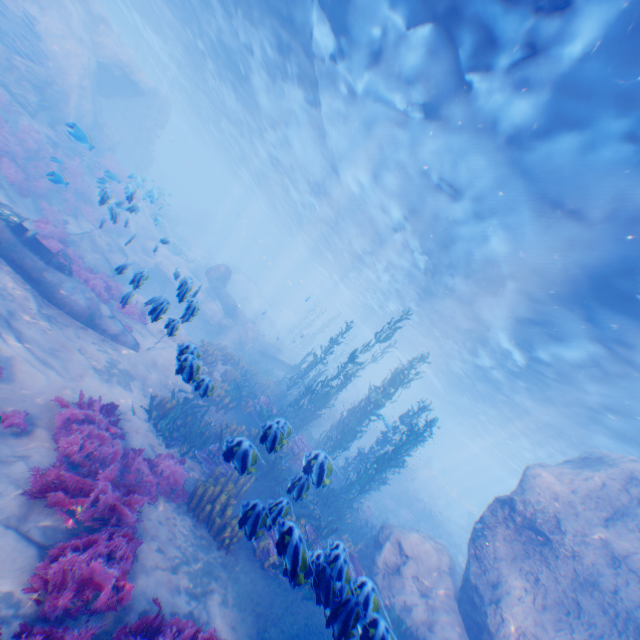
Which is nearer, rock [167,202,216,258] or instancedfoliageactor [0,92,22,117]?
instancedfoliageactor [0,92,22,117]

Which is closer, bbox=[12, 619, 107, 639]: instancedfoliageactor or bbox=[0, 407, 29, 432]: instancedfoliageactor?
bbox=[12, 619, 107, 639]: instancedfoliageactor

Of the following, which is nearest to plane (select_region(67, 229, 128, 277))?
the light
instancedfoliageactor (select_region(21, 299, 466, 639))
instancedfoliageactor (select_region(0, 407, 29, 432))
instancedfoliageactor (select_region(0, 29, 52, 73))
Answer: instancedfoliageactor (select_region(21, 299, 466, 639))

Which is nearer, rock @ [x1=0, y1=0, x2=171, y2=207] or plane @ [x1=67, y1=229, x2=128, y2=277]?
plane @ [x1=67, y1=229, x2=128, y2=277]

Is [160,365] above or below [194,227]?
below

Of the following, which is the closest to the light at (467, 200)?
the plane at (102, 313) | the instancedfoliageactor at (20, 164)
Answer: the plane at (102, 313)

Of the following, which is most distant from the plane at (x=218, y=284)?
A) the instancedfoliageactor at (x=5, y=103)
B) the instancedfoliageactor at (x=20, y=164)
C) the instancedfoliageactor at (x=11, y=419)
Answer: the instancedfoliageactor at (x=5, y=103)

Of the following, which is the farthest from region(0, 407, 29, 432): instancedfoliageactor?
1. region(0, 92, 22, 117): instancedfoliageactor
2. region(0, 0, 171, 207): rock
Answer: region(0, 92, 22, 117): instancedfoliageactor
